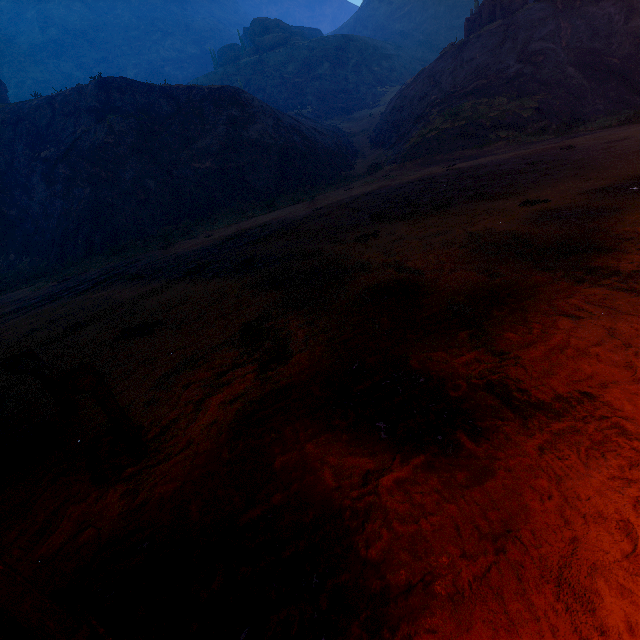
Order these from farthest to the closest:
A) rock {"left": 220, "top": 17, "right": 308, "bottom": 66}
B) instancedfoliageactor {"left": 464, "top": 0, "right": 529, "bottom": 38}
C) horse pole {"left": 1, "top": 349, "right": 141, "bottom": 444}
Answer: rock {"left": 220, "top": 17, "right": 308, "bottom": 66}, instancedfoliageactor {"left": 464, "top": 0, "right": 529, "bottom": 38}, horse pole {"left": 1, "top": 349, "right": 141, "bottom": 444}

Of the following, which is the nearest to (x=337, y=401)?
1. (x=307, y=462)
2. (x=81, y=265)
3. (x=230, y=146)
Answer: (x=307, y=462)

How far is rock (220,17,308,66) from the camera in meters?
54.7 m

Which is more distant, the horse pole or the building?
the horse pole

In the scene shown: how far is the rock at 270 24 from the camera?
54.7 meters

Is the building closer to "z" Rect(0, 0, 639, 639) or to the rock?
"z" Rect(0, 0, 639, 639)

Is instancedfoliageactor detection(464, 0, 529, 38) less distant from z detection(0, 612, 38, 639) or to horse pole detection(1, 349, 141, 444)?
z detection(0, 612, 38, 639)

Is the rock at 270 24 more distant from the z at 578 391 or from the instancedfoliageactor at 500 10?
the instancedfoliageactor at 500 10
